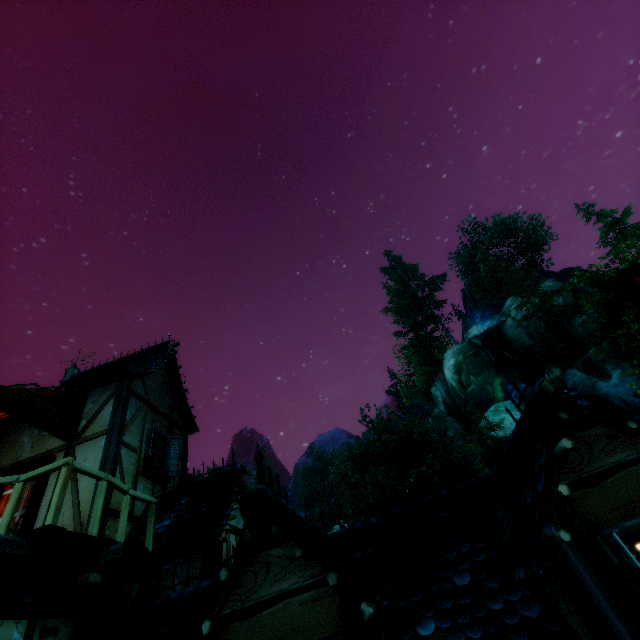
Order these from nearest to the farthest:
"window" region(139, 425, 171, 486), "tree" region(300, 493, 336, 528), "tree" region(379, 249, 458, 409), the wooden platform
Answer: the wooden platform, "window" region(139, 425, 171, 486), "tree" region(379, 249, 458, 409), "tree" region(300, 493, 336, 528)

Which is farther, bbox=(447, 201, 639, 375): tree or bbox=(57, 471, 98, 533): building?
bbox=(447, 201, 639, 375): tree

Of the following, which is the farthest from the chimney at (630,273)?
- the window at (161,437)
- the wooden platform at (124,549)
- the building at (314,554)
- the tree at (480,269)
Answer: the tree at (480,269)

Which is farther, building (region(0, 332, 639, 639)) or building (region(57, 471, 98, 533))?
building (region(57, 471, 98, 533))

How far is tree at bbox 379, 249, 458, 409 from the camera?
46.6m

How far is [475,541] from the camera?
4.0m

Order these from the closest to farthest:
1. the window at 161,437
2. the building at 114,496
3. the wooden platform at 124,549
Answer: the wooden platform at 124,549 < the building at 114,496 < the window at 161,437
